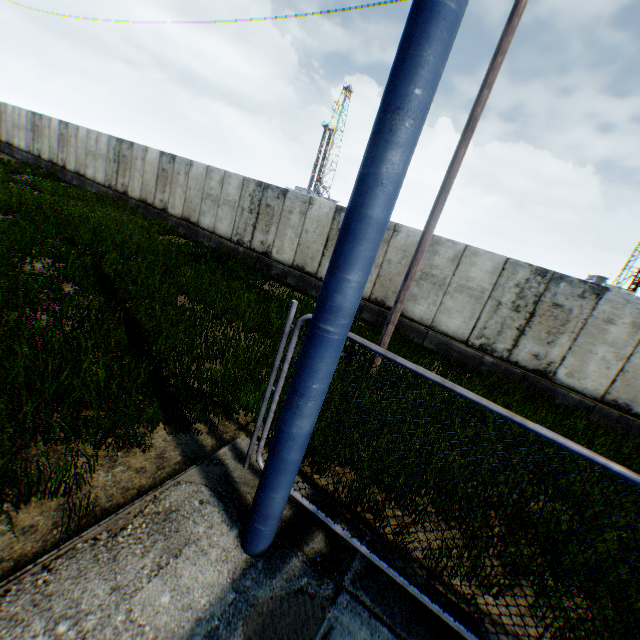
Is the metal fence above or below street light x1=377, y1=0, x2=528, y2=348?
below

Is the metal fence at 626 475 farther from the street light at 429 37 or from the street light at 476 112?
the street light at 476 112

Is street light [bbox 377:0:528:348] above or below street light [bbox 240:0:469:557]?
above

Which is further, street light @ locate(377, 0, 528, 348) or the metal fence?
street light @ locate(377, 0, 528, 348)

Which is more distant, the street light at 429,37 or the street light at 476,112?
the street light at 476,112

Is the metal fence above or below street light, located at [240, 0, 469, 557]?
above

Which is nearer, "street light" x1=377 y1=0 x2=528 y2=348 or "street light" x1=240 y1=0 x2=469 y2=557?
"street light" x1=240 y1=0 x2=469 y2=557

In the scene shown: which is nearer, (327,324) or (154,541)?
(327,324)
